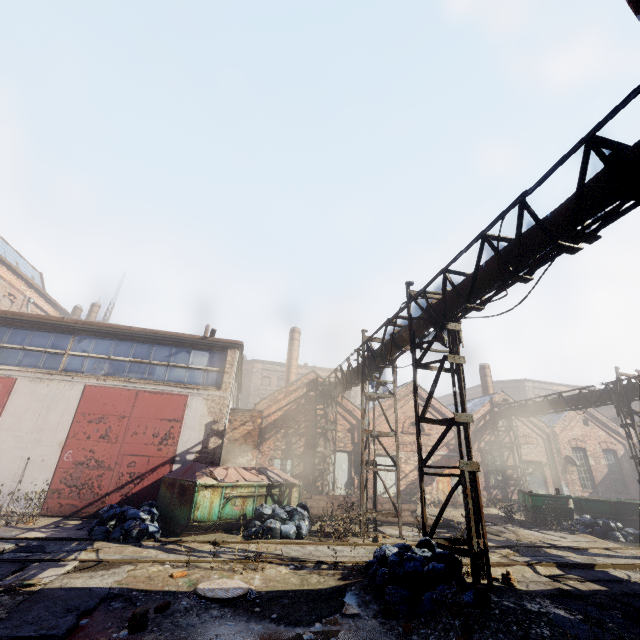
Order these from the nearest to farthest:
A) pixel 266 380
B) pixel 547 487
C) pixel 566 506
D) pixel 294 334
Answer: pixel 566 506, pixel 547 487, pixel 294 334, pixel 266 380

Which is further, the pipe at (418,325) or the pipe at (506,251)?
Result: the pipe at (418,325)

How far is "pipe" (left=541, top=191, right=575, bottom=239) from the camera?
5.1m

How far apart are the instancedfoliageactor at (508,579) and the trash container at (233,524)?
6.4m

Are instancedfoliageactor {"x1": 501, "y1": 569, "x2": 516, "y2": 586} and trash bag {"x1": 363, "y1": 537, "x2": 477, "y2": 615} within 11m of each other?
yes

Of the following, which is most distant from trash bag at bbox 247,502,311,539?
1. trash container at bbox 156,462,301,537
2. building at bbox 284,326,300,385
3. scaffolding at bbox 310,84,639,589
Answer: building at bbox 284,326,300,385

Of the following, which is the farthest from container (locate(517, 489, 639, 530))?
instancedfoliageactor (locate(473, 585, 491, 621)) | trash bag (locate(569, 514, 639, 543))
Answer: instancedfoliageactor (locate(473, 585, 491, 621))

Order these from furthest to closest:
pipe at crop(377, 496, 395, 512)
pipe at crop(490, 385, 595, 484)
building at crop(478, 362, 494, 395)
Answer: building at crop(478, 362, 494, 395) < pipe at crop(490, 385, 595, 484) < pipe at crop(377, 496, 395, 512)
